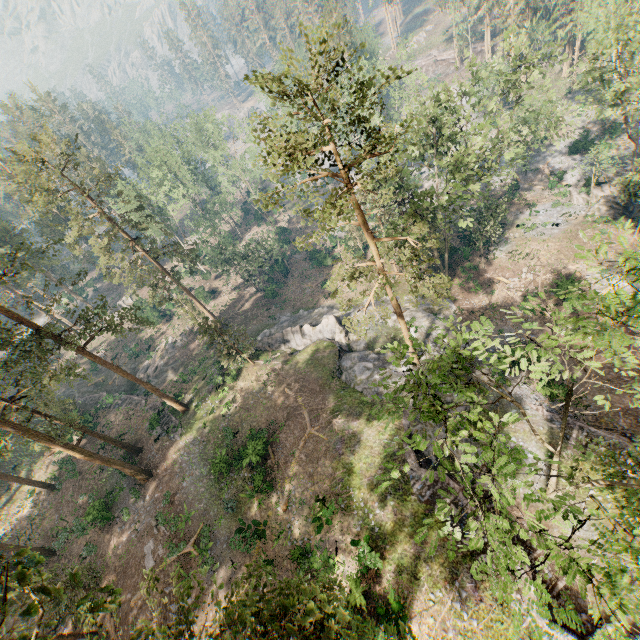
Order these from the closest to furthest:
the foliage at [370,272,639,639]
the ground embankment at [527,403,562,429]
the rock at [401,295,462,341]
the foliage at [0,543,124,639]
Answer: the foliage at [0,543,124,639]
the foliage at [370,272,639,639]
the ground embankment at [527,403,562,429]
the rock at [401,295,462,341]

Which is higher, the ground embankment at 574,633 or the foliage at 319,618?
the foliage at 319,618

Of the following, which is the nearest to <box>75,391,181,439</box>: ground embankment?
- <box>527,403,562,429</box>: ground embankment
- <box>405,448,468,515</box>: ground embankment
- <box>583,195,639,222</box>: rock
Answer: <box>405,448,468,515</box>: ground embankment

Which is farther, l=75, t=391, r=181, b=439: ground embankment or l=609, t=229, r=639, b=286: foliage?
l=75, t=391, r=181, b=439: ground embankment

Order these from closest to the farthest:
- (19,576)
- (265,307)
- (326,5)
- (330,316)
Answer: (19,576) → (330,316) → (265,307) → (326,5)

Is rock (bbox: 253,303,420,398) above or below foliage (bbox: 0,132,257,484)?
below

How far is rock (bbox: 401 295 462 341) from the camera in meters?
31.6

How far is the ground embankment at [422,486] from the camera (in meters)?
20.31
